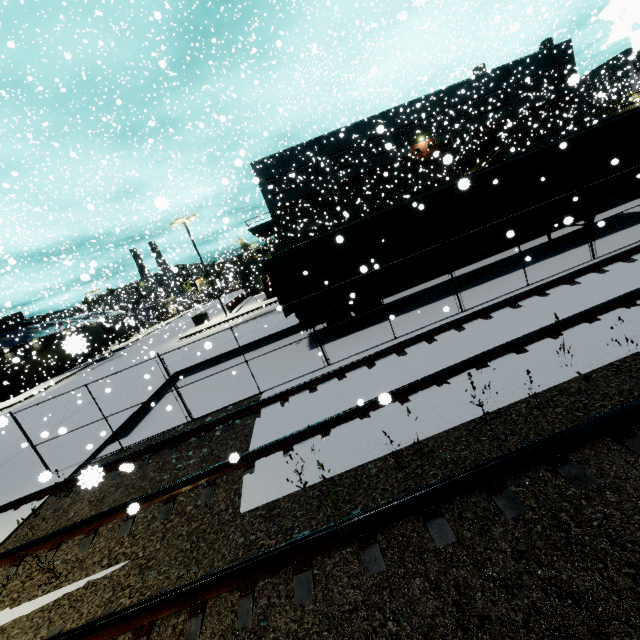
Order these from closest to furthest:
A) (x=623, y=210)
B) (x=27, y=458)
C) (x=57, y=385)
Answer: (x=27, y=458) < (x=623, y=210) < (x=57, y=385)

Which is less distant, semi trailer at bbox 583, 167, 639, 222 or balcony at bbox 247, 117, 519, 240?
semi trailer at bbox 583, 167, 639, 222

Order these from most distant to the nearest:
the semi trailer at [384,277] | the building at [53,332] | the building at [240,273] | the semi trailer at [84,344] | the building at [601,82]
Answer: the building at [240,273] → the building at [53,332] → the building at [601,82] → the semi trailer at [384,277] → the semi trailer at [84,344]

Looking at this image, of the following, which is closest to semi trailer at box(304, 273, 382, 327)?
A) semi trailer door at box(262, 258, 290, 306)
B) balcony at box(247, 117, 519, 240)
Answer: semi trailer door at box(262, 258, 290, 306)

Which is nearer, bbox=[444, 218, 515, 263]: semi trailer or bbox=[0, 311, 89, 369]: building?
bbox=[444, 218, 515, 263]: semi trailer

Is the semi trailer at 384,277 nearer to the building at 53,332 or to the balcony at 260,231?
the building at 53,332

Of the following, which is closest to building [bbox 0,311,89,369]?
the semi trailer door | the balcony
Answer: the balcony
